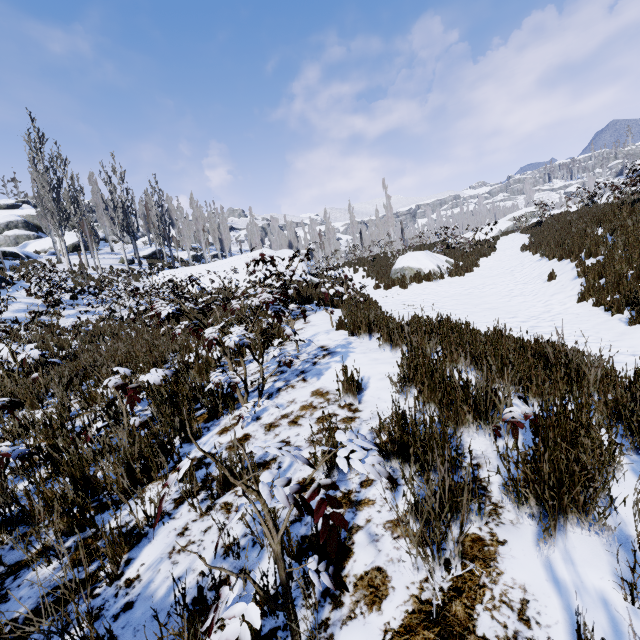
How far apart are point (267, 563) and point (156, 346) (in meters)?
5.93

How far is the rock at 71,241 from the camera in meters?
31.4 m

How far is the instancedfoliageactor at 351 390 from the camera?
3.11m

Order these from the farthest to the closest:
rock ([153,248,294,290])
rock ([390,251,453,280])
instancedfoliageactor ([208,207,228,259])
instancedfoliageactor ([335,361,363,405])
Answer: instancedfoliageactor ([208,207,228,259]) → rock ([153,248,294,290]) → rock ([390,251,453,280]) → instancedfoliageactor ([335,361,363,405])

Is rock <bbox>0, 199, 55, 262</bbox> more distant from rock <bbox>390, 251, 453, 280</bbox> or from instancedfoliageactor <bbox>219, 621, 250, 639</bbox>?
instancedfoliageactor <bbox>219, 621, 250, 639</bbox>

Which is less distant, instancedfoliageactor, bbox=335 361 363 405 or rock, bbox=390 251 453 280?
instancedfoliageactor, bbox=335 361 363 405

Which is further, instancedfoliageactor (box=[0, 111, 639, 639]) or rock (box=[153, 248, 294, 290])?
rock (box=[153, 248, 294, 290])

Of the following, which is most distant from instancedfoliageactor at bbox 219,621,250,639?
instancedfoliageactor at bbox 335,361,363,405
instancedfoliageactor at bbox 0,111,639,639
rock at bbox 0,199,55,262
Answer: rock at bbox 0,199,55,262
